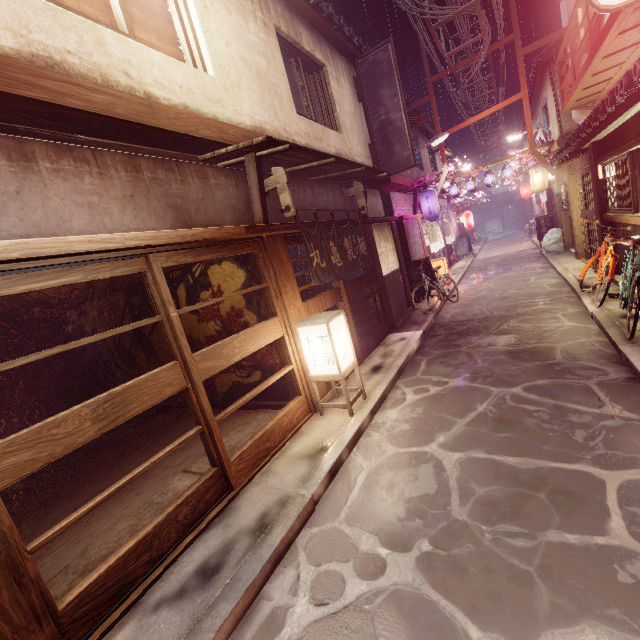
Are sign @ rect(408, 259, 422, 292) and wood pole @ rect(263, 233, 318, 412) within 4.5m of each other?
no

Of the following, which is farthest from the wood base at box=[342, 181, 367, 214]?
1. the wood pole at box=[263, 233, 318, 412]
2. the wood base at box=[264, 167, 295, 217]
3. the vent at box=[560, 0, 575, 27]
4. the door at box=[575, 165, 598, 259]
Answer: the vent at box=[560, 0, 575, 27]

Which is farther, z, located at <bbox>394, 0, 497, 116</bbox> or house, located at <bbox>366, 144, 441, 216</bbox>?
Answer: house, located at <bbox>366, 144, 441, 216</bbox>

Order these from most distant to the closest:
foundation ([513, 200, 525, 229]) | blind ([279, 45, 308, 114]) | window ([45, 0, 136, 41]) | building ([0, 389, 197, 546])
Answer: foundation ([513, 200, 525, 229]), blind ([279, 45, 308, 114]), building ([0, 389, 197, 546]), window ([45, 0, 136, 41])

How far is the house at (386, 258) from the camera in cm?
1562

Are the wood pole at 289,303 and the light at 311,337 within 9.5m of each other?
yes

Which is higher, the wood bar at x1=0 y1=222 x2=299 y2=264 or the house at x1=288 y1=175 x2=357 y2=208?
the house at x1=288 y1=175 x2=357 y2=208

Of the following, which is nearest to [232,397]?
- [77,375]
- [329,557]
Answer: [329,557]
